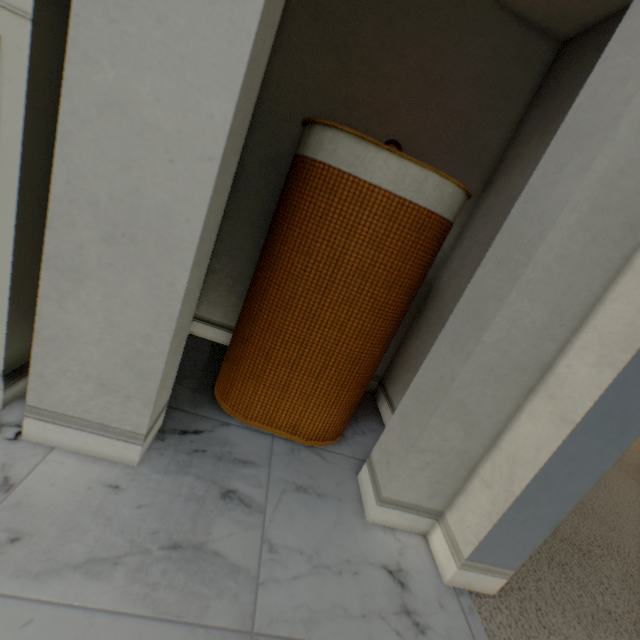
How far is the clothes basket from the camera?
0.63m

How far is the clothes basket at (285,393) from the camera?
0.6m

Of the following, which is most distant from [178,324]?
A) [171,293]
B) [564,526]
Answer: [564,526]
